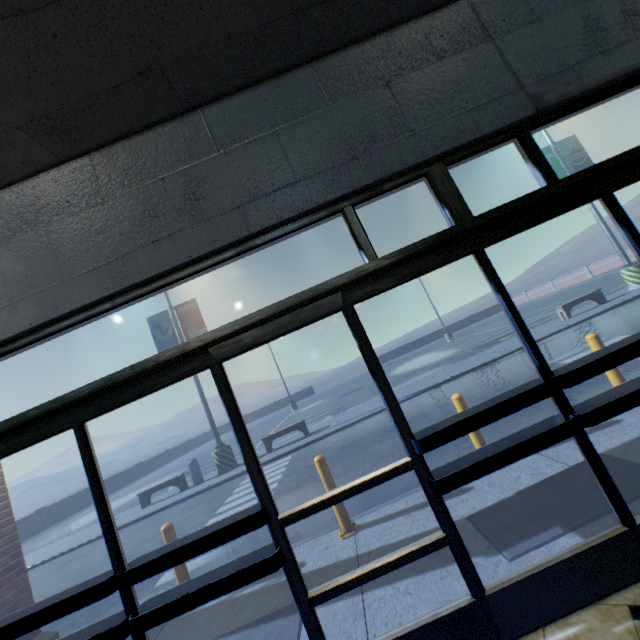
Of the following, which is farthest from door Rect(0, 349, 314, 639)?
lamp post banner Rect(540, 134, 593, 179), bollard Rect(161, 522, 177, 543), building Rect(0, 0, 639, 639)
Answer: lamp post banner Rect(540, 134, 593, 179)

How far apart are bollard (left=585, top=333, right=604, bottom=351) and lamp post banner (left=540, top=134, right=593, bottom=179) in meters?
13.2

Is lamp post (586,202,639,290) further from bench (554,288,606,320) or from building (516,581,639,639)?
building (516,581,639,639)

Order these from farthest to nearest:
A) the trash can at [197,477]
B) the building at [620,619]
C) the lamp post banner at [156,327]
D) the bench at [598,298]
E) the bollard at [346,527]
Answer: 1. the lamp post banner at [156,327]
2. the bench at [598,298]
3. the trash can at [197,477]
4. the bollard at [346,527]
5. the building at [620,619]

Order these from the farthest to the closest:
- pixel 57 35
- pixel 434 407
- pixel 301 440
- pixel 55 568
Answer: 1. pixel 301 440
2. pixel 55 568
3. pixel 434 407
4. pixel 57 35

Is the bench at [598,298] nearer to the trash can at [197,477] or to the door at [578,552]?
the door at [578,552]

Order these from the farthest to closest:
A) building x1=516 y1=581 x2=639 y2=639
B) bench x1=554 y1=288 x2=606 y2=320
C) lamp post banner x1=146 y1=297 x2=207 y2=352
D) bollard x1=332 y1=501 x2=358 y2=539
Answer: lamp post banner x1=146 y1=297 x2=207 y2=352, bench x1=554 y1=288 x2=606 y2=320, bollard x1=332 y1=501 x2=358 y2=539, building x1=516 y1=581 x2=639 y2=639

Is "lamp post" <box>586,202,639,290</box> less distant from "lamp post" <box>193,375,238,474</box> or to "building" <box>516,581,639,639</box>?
"building" <box>516,581,639,639</box>
